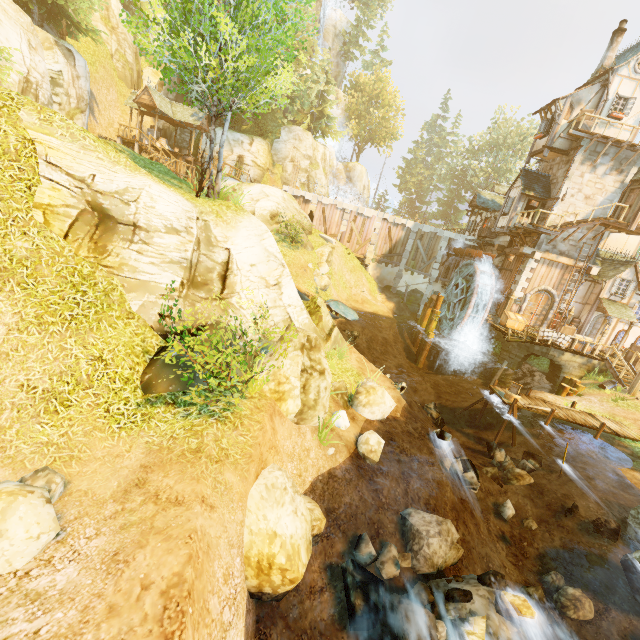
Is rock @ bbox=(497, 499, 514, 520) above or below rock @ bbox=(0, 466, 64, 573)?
below

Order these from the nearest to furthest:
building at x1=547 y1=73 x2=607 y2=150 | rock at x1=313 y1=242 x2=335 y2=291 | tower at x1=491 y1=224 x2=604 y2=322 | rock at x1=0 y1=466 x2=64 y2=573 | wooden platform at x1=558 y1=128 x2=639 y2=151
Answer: rock at x1=0 y1=466 x2=64 y2=573
wooden platform at x1=558 y1=128 x2=639 y2=151
building at x1=547 y1=73 x2=607 y2=150
tower at x1=491 y1=224 x2=604 y2=322
rock at x1=313 y1=242 x2=335 y2=291

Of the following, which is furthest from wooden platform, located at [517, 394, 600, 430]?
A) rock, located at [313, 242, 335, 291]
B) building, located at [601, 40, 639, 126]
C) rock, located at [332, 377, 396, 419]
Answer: rock, located at [313, 242, 335, 291]

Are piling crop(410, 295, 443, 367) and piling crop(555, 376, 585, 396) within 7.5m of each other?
no

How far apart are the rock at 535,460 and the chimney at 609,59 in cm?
2542

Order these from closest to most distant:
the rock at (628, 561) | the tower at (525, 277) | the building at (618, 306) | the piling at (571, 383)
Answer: the rock at (628, 561), the piling at (571, 383), the building at (618, 306), the tower at (525, 277)

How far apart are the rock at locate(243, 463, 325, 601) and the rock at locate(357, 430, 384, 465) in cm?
245

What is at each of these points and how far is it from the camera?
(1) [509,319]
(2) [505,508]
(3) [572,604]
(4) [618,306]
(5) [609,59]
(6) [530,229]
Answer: (1) box, 22.80m
(2) rock, 10.81m
(3) rock, 8.27m
(4) building, 22.05m
(5) chimney, 21.61m
(6) wooden platform, 22.19m
